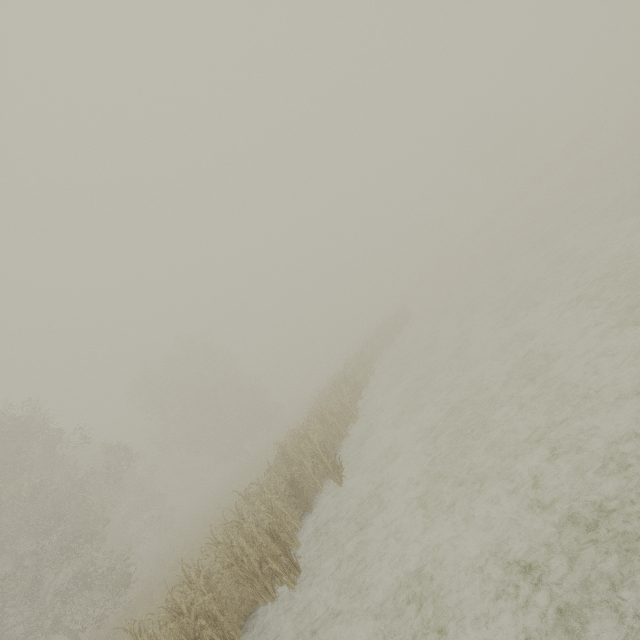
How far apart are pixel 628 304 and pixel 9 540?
30.89m
